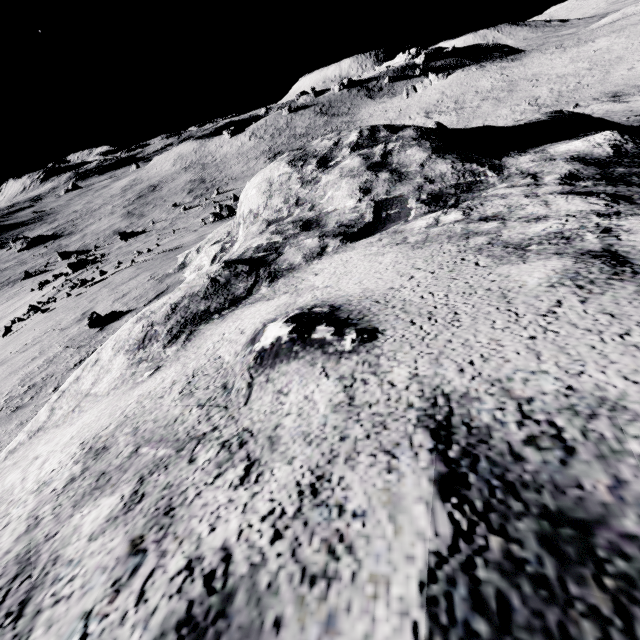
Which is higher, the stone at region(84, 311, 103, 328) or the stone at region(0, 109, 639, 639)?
the stone at region(0, 109, 639, 639)

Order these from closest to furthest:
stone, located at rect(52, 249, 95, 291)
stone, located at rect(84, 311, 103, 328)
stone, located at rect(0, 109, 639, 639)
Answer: stone, located at rect(0, 109, 639, 639) < stone, located at rect(84, 311, 103, 328) < stone, located at rect(52, 249, 95, 291)

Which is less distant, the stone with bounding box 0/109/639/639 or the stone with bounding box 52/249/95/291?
the stone with bounding box 0/109/639/639

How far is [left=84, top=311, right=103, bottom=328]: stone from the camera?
6.55m

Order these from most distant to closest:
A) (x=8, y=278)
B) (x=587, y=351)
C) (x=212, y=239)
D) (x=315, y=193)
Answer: (x=8, y=278) → (x=212, y=239) → (x=315, y=193) → (x=587, y=351)

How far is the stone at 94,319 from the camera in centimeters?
655cm

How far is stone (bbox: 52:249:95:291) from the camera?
14.38m

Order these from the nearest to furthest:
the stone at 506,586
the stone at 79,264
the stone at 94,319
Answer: the stone at 506,586 → the stone at 94,319 → the stone at 79,264
